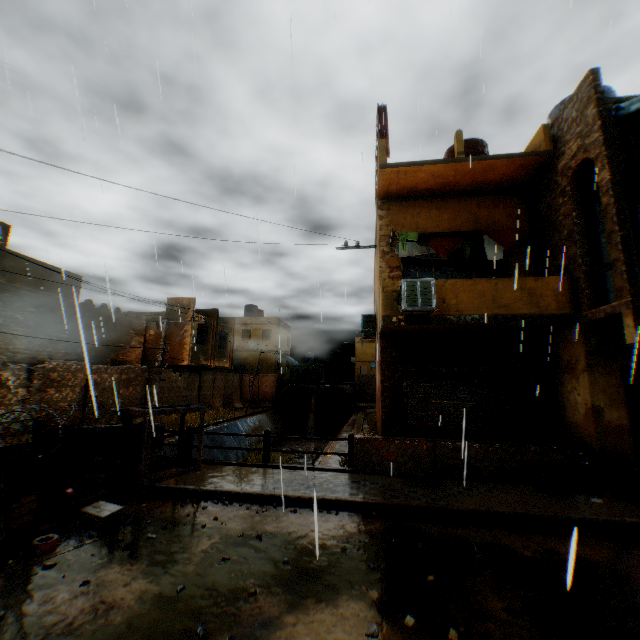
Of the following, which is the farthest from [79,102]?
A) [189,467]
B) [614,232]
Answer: [614,232]

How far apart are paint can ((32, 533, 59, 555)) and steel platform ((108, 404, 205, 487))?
2.1 meters

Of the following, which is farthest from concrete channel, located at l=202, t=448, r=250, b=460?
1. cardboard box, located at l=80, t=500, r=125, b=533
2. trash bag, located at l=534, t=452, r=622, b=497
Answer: trash bag, located at l=534, t=452, r=622, b=497

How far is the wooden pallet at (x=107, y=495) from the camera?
5.6m

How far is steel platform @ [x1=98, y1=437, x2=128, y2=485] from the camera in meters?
7.0

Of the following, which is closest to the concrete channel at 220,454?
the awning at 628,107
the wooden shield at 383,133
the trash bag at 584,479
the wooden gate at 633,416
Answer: the awning at 628,107

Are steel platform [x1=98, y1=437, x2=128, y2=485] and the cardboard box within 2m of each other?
yes

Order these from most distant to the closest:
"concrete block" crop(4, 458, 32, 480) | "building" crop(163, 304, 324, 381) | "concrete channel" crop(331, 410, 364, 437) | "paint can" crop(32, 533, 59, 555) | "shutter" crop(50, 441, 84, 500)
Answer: "building" crop(163, 304, 324, 381) → "concrete channel" crop(331, 410, 364, 437) → "shutter" crop(50, 441, 84, 500) → "concrete block" crop(4, 458, 32, 480) → "paint can" crop(32, 533, 59, 555)
